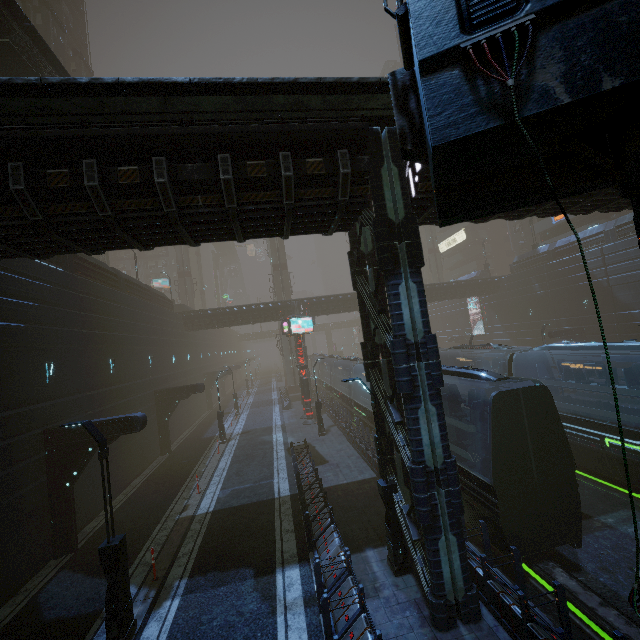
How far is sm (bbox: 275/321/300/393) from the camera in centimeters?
4622cm

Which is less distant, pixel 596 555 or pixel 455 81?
pixel 455 81

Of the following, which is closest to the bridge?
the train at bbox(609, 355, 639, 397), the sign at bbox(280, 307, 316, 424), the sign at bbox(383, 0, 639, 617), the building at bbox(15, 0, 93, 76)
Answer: the building at bbox(15, 0, 93, 76)

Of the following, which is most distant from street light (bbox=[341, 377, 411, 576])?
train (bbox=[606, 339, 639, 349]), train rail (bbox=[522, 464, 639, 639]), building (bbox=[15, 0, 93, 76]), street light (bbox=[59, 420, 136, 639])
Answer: train (bbox=[606, 339, 639, 349])

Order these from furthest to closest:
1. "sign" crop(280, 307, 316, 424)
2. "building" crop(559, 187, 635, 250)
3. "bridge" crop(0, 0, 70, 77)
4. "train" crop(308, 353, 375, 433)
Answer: "sign" crop(280, 307, 316, 424), "train" crop(308, 353, 375, 433), "bridge" crop(0, 0, 70, 77), "building" crop(559, 187, 635, 250)

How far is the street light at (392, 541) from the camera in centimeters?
910cm

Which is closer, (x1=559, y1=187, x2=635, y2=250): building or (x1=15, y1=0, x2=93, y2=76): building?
(x1=559, y1=187, x2=635, y2=250): building

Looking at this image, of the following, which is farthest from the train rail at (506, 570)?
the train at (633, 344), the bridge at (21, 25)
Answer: the bridge at (21, 25)
